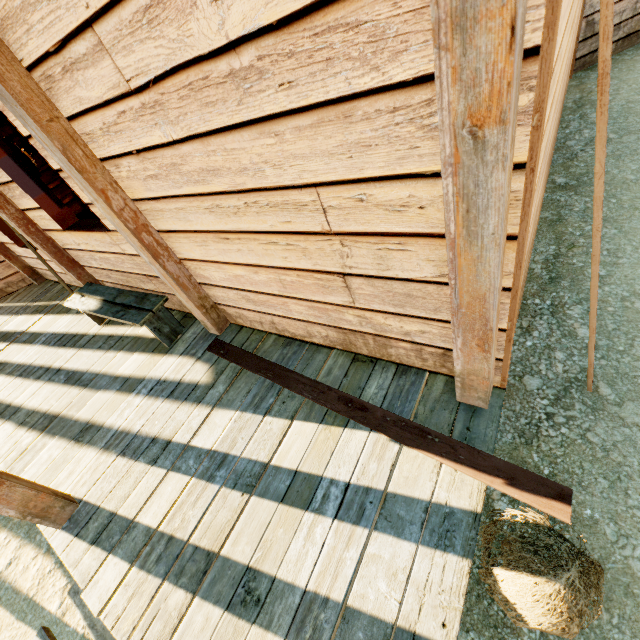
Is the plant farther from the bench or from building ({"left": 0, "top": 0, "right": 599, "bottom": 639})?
the bench

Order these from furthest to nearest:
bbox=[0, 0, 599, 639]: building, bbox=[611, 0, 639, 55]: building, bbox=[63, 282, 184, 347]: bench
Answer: bbox=[611, 0, 639, 55]: building, bbox=[63, 282, 184, 347]: bench, bbox=[0, 0, 599, 639]: building

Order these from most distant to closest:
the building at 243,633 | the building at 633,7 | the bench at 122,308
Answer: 1. the building at 633,7
2. the bench at 122,308
3. the building at 243,633

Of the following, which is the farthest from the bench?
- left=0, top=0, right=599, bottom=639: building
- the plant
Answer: the plant

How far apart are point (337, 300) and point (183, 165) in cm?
117

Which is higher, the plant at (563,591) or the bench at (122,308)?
the bench at (122,308)
